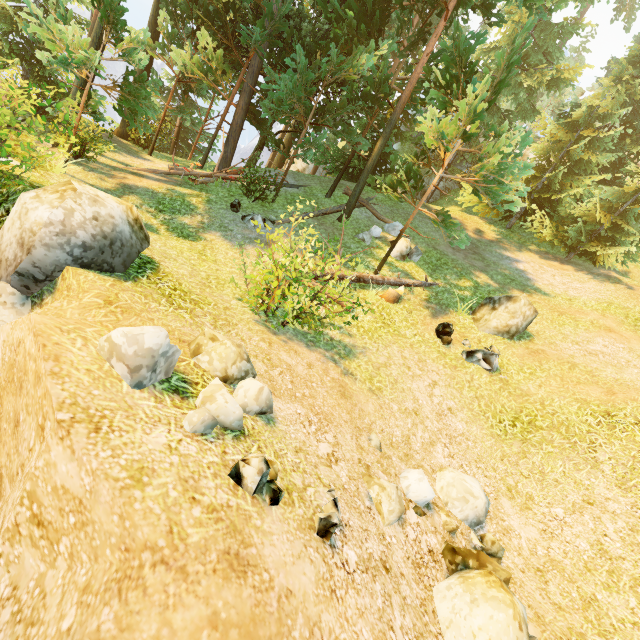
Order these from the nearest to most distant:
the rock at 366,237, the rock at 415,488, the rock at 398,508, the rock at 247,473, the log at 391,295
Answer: the rock at 247,473 < the rock at 398,508 < the rock at 415,488 < the log at 391,295 < the rock at 366,237

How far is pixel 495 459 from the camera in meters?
7.4 m

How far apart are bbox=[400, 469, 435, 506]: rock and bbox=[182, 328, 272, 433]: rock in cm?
262

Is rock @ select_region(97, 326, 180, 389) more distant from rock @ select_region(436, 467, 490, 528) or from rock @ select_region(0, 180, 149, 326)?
rock @ select_region(436, 467, 490, 528)

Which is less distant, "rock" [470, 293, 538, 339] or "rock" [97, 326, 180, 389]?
"rock" [97, 326, 180, 389]

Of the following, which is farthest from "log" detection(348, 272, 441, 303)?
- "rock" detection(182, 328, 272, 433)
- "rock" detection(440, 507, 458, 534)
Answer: "rock" detection(440, 507, 458, 534)

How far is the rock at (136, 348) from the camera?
3.1 meters

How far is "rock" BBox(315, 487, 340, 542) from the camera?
3.17m
